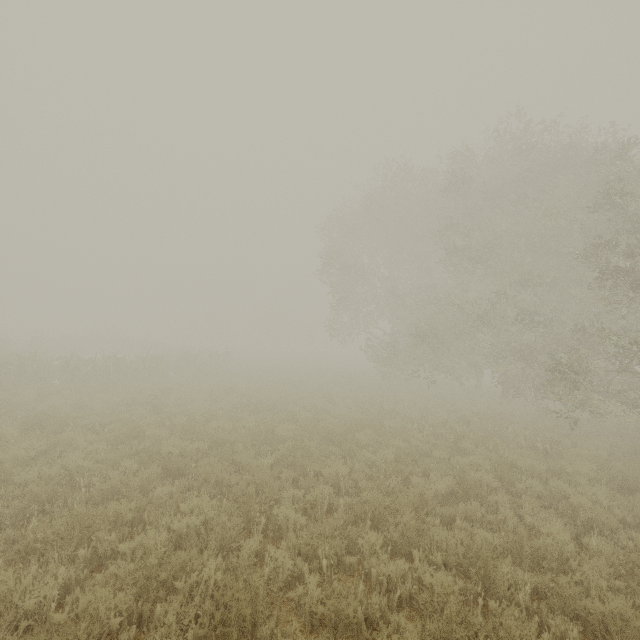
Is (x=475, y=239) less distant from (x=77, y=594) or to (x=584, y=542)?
(x=584, y=542)
